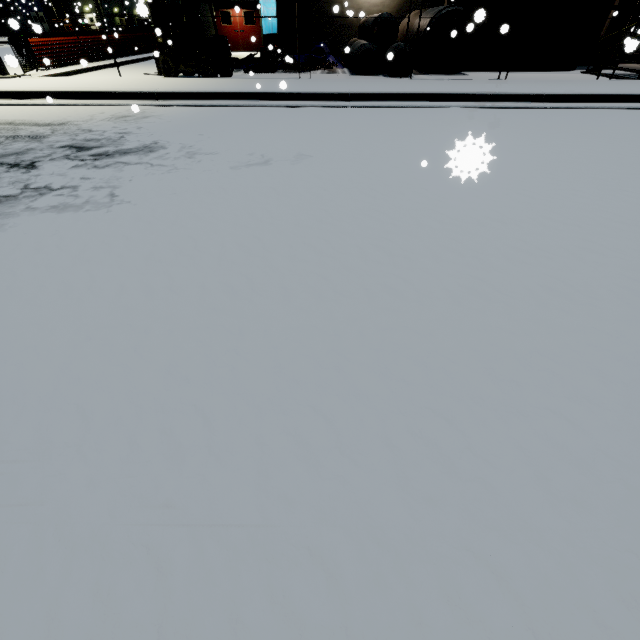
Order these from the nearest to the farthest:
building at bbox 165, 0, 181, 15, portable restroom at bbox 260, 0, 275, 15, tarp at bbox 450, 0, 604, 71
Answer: tarp at bbox 450, 0, 604, 71 → portable restroom at bbox 260, 0, 275, 15 → building at bbox 165, 0, 181, 15

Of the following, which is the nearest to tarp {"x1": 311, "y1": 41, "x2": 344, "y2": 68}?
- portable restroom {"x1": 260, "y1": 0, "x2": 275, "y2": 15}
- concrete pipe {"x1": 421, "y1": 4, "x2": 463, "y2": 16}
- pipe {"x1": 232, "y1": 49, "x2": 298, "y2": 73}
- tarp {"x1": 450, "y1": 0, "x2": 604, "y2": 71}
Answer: pipe {"x1": 232, "y1": 49, "x2": 298, "y2": 73}

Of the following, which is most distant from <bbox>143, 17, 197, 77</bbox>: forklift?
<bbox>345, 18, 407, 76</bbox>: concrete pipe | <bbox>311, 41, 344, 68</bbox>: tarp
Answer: <bbox>345, 18, 407, 76</bbox>: concrete pipe

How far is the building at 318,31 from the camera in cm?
1564

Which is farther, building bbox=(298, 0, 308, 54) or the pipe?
building bbox=(298, 0, 308, 54)

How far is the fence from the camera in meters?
9.9

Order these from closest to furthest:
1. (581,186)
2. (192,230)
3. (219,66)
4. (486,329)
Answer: (486,329), (192,230), (581,186), (219,66)

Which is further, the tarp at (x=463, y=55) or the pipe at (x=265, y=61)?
the pipe at (x=265, y=61)
